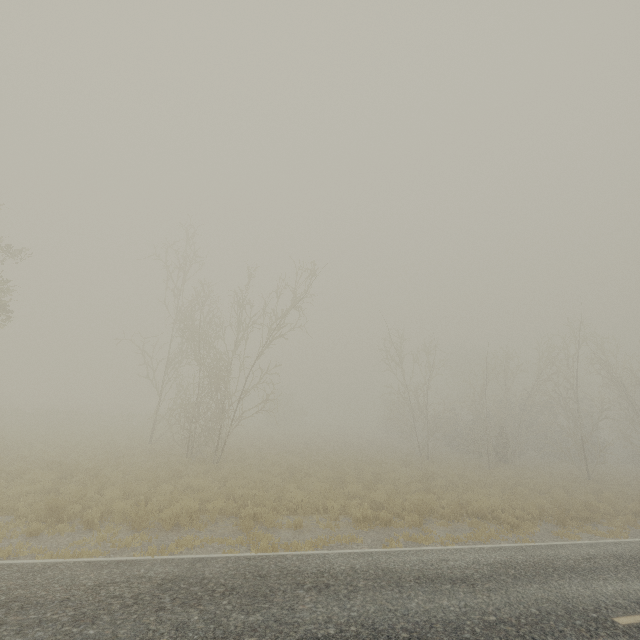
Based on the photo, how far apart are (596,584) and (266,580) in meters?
7.3 m

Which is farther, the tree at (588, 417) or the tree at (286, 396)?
the tree at (588, 417)

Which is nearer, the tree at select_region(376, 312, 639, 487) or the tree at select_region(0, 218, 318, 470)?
the tree at select_region(0, 218, 318, 470)
